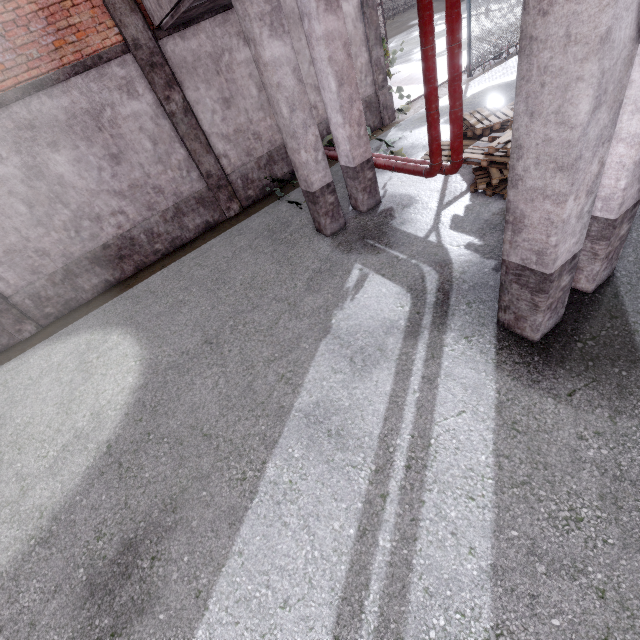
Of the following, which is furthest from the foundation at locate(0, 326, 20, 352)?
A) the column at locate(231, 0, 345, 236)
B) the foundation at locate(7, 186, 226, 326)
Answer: the column at locate(231, 0, 345, 236)

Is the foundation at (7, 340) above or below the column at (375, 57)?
below

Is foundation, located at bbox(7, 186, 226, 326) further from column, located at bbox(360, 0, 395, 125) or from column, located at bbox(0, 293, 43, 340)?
column, located at bbox(360, 0, 395, 125)

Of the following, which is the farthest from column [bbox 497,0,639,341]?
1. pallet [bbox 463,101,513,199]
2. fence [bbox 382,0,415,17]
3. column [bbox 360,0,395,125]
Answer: column [bbox 360,0,395,125]

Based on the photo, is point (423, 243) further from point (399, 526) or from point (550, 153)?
point (399, 526)

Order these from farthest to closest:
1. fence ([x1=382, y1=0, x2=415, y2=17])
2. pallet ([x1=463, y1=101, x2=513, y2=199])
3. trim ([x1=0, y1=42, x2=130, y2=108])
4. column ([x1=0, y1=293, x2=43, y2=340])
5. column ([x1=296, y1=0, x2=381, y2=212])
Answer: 1. fence ([x1=382, y1=0, x2=415, y2=17])
2. column ([x1=0, y1=293, x2=43, y2=340])
3. trim ([x1=0, y1=42, x2=130, y2=108])
4. pallet ([x1=463, y1=101, x2=513, y2=199])
5. column ([x1=296, y1=0, x2=381, y2=212])

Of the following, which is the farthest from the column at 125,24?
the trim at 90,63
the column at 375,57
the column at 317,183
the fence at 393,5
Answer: the fence at 393,5

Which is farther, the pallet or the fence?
the fence
